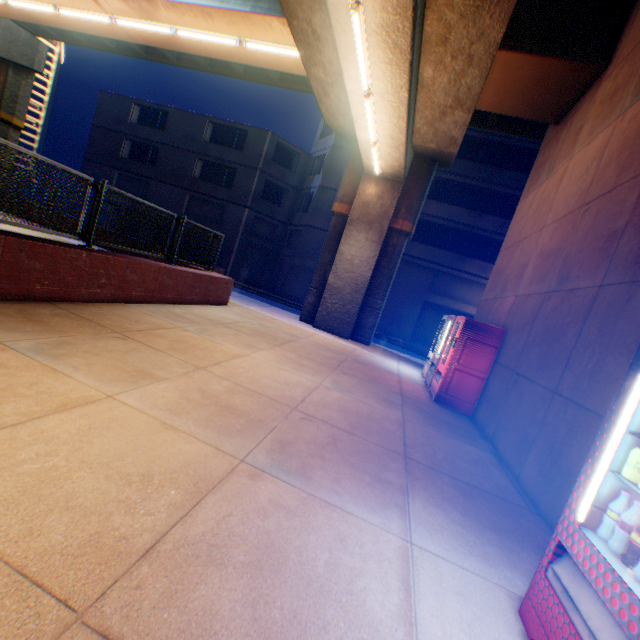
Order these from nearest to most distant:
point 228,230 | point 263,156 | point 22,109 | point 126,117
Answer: point 22,109
point 263,156
point 228,230
point 126,117

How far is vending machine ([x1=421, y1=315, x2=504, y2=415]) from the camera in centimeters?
696cm

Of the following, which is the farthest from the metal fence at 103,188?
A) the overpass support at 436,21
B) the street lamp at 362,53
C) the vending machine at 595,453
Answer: the vending machine at 595,453

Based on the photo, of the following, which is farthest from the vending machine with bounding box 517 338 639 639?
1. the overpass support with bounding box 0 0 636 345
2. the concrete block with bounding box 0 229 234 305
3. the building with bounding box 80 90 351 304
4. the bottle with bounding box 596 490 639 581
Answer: the building with bounding box 80 90 351 304

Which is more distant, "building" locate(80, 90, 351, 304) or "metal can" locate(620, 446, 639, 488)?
"building" locate(80, 90, 351, 304)

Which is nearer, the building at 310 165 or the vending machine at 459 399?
the vending machine at 459 399

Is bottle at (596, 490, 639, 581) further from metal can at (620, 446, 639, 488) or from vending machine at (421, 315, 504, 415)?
vending machine at (421, 315, 504, 415)

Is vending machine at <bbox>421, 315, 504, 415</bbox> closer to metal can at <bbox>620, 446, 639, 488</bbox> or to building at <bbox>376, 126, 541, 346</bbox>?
metal can at <bbox>620, 446, 639, 488</bbox>
